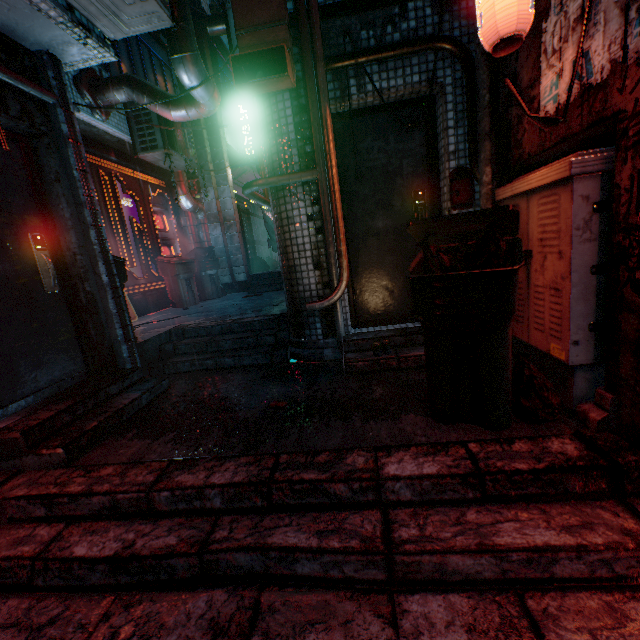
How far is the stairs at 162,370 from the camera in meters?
3.4 m

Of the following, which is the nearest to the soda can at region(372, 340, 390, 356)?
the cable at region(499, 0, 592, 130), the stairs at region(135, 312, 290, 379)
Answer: the stairs at region(135, 312, 290, 379)

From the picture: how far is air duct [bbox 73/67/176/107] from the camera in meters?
4.5

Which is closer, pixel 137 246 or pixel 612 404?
pixel 612 404

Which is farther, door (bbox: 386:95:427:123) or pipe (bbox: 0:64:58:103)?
door (bbox: 386:95:427:123)

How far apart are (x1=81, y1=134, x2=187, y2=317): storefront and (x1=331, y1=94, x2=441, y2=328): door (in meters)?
3.85

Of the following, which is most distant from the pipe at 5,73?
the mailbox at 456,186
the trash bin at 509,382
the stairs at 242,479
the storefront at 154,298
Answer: the mailbox at 456,186

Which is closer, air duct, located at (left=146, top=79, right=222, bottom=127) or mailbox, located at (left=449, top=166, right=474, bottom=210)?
mailbox, located at (left=449, top=166, right=474, bottom=210)
